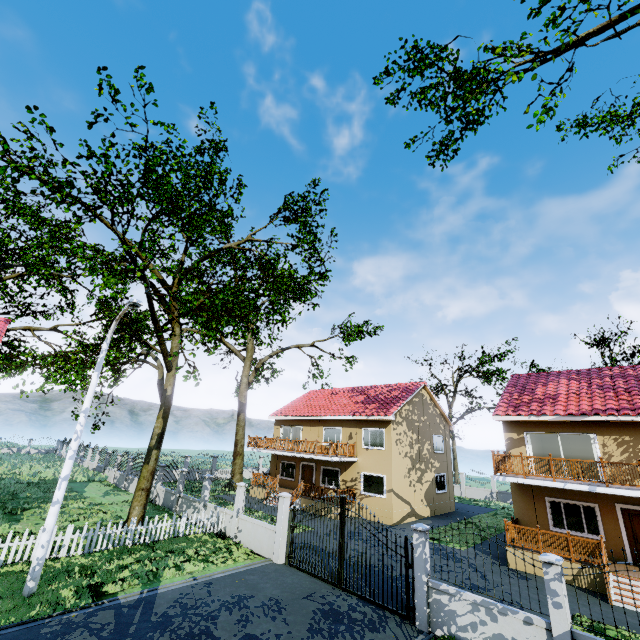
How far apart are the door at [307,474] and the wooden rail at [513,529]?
14.4 meters

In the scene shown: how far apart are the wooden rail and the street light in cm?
1783

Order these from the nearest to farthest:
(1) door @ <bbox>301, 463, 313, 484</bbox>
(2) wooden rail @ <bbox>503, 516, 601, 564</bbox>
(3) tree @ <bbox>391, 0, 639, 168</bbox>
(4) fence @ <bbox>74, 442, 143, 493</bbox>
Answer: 1. (3) tree @ <bbox>391, 0, 639, 168</bbox>
2. (2) wooden rail @ <bbox>503, 516, 601, 564</bbox>
3. (4) fence @ <bbox>74, 442, 143, 493</bbox>
4. (1) door @ <bbox>301, 463, 313, 484</bbox>

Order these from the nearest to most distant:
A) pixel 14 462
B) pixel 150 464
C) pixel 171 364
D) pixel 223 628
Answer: pixel 223 628 < pixel 150 464 < pixel 171 364 < pixel 14 462

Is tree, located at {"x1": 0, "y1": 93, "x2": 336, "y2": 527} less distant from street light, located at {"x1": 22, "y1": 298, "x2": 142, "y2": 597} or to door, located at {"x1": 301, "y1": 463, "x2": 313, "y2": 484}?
street light, located at {"x1": 22, "y1": 298, "x2": 142, "y2": 597}

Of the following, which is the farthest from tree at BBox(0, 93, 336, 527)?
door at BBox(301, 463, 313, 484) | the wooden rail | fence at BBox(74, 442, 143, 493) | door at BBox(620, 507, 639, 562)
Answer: the wooden rail

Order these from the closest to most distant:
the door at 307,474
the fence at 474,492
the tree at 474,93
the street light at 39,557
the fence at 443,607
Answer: the fence at 443,607, the street light at 39,557, the tree at 474,93, the door at 307,474, the fence at 474,492

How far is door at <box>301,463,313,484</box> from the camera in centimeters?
2616cm
